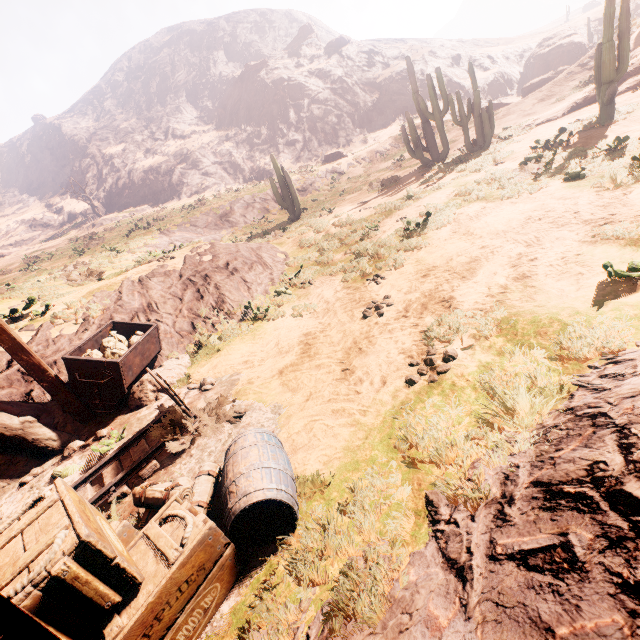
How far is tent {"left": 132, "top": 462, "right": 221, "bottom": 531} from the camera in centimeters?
316cm

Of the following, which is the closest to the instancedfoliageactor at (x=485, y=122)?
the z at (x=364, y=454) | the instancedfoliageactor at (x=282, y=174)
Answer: the z at (x=364, y=454)

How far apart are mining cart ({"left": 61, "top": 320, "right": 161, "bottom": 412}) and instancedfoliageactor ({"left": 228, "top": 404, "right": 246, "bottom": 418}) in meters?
2.5

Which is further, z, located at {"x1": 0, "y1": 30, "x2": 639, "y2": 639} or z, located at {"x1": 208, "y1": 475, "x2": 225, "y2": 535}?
z, located at {"x1": 208, "y1": 475, "x2": 225, "y2": 535}

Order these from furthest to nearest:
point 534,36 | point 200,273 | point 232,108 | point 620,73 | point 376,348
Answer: point 232,108, point 534,36, point 620,73, point 200,273, point 376,348

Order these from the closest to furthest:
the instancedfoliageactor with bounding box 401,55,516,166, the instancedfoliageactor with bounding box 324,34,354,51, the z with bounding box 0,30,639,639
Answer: the z with bounding box 0,30,639,639, the instancedfoliageactor with bounding box 401,55,516,166, the instancedfoliageactor with bounding box 324,34,354,51

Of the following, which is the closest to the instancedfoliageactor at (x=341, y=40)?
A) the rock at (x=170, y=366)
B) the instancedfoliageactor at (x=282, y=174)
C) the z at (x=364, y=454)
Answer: the z at (x=364, y=454)

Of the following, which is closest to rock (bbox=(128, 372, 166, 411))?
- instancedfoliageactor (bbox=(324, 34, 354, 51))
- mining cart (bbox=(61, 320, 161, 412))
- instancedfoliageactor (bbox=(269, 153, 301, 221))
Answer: mining cart (bbox=(61, 320, 161, 412))
